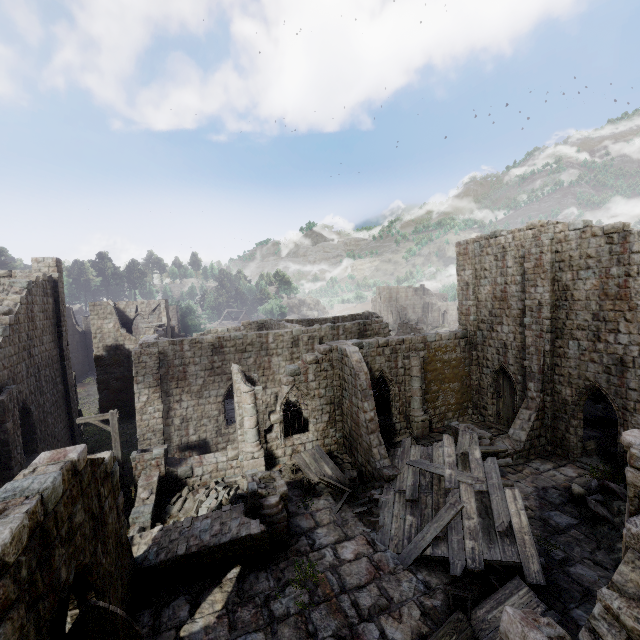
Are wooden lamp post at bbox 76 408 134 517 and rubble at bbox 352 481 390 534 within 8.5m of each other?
no

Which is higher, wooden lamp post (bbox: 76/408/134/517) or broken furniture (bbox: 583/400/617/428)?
wooden lamp post (bbox: 76/408/134/517)

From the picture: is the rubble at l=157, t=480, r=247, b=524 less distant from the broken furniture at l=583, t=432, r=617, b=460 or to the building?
the building

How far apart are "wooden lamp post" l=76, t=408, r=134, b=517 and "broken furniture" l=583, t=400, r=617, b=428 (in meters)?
26.00

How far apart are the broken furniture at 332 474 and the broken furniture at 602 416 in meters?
16.0

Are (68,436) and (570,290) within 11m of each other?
no

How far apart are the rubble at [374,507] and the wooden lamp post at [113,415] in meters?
9.9

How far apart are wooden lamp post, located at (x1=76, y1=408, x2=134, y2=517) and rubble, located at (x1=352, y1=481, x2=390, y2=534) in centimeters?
991cm
